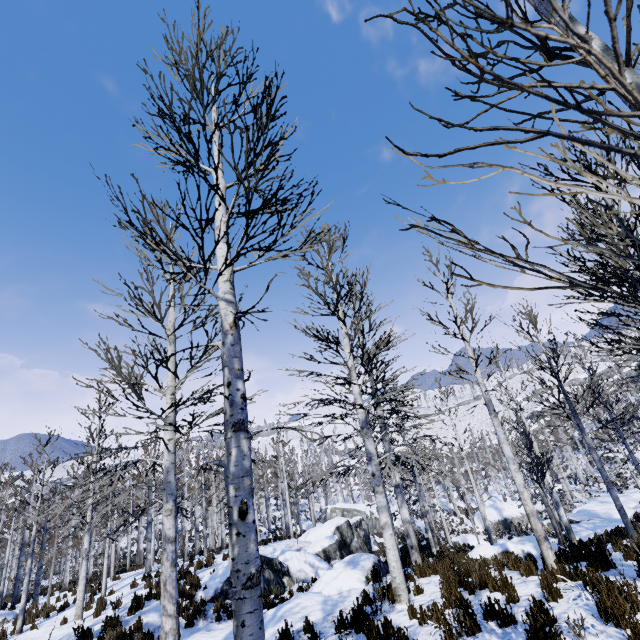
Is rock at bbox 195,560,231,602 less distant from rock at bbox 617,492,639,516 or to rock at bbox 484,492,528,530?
rock at bbox 484,492,528,530

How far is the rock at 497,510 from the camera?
33.0 meters

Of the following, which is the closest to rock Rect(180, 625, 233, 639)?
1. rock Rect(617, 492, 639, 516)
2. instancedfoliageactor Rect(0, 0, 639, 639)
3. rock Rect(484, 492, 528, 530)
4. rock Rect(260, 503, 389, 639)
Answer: instancedfoliageactor Rect(0, 0, 639, 639)

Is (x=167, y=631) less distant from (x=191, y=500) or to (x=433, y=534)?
(x=433, y=534)

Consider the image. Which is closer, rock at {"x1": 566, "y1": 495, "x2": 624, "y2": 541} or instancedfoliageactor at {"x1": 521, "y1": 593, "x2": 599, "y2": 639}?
instancedfoliageactor at {"x1": 521, "y1": 593, "x2": 599, "y2": 639}

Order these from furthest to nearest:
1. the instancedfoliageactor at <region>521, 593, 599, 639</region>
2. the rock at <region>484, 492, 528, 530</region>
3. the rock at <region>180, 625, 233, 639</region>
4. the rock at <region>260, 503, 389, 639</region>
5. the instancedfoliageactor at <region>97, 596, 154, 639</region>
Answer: the rock at <region>484, 492, 528, 530</region>, the instancedfoliageactor at <region>97, 596, 154, 639</region>, the rock at <region>260, 503, 389, 639</region>, the rock at <region>180, 625, 233, 639</region>, the instancedfoliageactor at <region>521, 593, 599, 639</region>

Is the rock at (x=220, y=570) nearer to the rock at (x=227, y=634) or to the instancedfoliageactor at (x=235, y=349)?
the instancedfoliageactor at (x=235, y=349)
